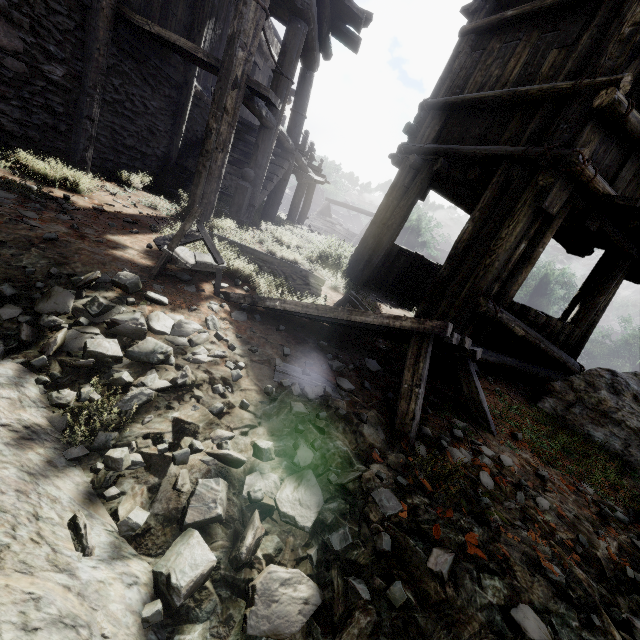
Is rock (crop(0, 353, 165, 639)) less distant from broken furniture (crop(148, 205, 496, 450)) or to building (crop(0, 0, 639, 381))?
building (crop(0, 0, 639, 381))

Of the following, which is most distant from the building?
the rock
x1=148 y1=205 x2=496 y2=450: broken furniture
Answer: x1=148 y1=205 x2=496 y2=450: broken furniture

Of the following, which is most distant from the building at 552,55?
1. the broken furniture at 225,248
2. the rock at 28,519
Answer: the broken furniture at 225,248

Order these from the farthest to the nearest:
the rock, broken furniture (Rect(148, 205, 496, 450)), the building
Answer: the building, broken furniture (Rect(148, 205, 496, 450)), the rock

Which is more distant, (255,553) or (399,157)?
(399,157)

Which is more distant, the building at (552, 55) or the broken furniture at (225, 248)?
the building at (552, 55)
